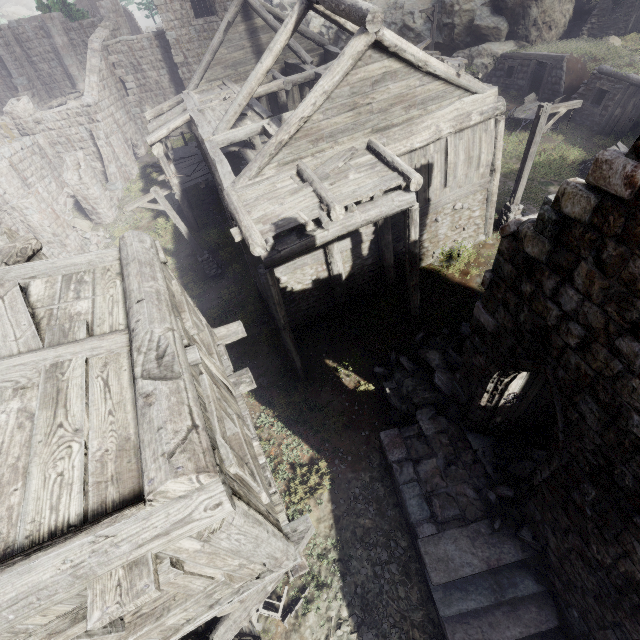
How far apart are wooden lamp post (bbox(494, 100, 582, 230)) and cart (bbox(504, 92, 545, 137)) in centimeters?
893cm

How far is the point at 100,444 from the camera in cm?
293

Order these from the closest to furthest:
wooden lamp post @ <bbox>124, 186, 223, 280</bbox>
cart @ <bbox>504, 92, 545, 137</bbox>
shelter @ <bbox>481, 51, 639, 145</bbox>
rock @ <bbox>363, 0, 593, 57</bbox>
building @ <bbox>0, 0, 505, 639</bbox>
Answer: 1. building @ <bbox>0, 0, 505, 639</bbox>
2. wooden lamp post @ <bbox>124, 186, 223, 280</bbox>
3. shelter @ <bbox>481, 51, 639, 145</bbox>
4. cart @ <bbox>504, 92, 545, 137</bbox>
5. rock @ <bbox>363, 0, 593, 57</bbox>

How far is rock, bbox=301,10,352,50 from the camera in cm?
3531

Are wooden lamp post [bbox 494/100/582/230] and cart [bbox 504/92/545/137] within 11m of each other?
yes

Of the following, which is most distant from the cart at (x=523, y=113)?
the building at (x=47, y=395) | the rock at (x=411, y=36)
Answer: the rock at (x=411, y=36)

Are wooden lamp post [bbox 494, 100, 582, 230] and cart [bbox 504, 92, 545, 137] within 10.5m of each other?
yes

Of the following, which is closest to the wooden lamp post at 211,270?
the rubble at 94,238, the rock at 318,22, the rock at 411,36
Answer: the rubble at 94,238
